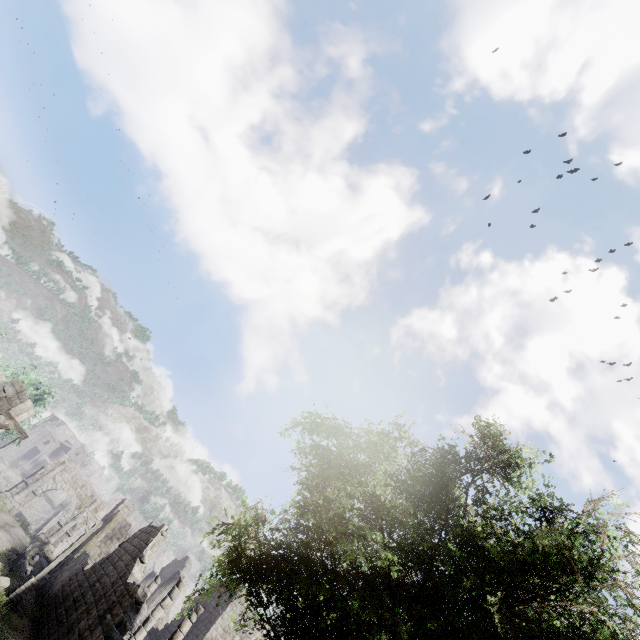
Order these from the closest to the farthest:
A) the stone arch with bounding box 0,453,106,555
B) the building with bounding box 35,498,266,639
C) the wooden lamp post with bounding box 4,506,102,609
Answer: the building with bounding box 35,498,266,639 → the wooden lamp post with bounding box 4,506,102,609 → the stone arch with bounding box 0,453,106,555

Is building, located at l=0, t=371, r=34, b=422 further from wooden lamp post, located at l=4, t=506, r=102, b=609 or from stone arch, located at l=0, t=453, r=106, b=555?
wooden lamp post, located at l=4, t=506, r=102, b=609

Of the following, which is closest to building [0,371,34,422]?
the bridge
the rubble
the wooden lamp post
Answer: the rubble

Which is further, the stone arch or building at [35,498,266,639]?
the stone arch

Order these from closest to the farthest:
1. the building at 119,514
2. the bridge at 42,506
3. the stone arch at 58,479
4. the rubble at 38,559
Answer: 1. the building at 119,514
2. the rubble at 38,559
3. the stone arch at 58,479
4. the bridge at 42,506

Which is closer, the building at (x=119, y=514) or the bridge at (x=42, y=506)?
the building at (x=119, y=514)

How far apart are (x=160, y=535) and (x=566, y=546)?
21.19m
